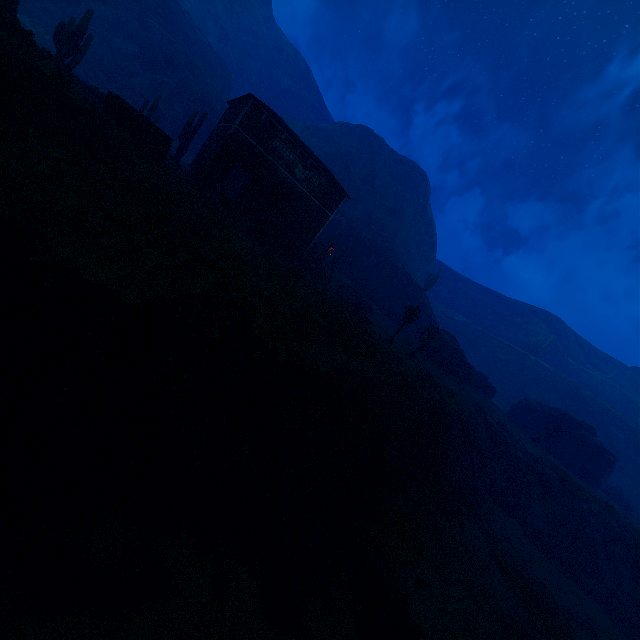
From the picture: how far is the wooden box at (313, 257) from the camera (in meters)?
28.34

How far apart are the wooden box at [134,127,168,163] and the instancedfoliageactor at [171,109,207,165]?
9.38m

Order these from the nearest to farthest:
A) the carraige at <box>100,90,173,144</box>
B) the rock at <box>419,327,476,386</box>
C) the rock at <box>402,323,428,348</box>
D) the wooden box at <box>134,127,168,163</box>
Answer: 1. the carraige at <box>100,90,173,144</box>
2. the wooden box at <box>134,127,168,163</box>
3. the rock at <box>419,327,476,386</box>
4. the rock at <box>402,323,428,348</box>

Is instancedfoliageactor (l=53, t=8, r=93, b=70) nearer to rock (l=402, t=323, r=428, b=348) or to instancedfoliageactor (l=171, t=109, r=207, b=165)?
instancedfoliageactor (l=171, t=109, r=207, b=165)

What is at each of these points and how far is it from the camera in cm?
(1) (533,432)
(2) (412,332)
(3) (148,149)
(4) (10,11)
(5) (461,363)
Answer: (1) instancedfoliageactor, 3778
(2) rock, 3794
(3) wooden box, 1639
(4) instancedfoliageactor, 1648
(5) rock, 3419

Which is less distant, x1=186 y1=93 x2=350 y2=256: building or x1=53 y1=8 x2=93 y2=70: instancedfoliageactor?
x1=53 y1=8 x2=93 y2=70: instancedfoliageactor

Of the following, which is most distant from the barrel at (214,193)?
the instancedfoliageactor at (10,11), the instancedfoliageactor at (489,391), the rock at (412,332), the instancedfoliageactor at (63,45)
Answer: the rock at (412,332)

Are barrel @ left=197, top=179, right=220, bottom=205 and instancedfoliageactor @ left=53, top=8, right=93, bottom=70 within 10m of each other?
no
